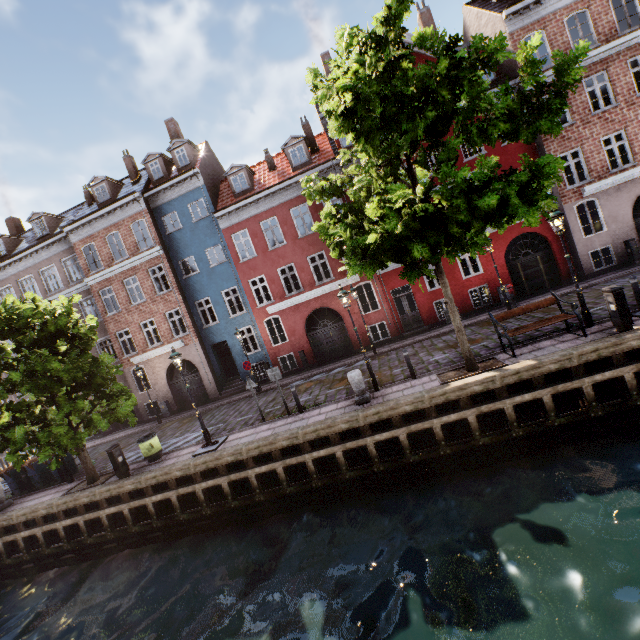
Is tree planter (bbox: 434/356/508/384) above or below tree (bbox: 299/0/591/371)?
below

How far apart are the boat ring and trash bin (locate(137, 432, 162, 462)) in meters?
2.1 m

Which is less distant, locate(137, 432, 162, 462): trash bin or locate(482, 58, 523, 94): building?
locate(137, 432, 162, 462): trash bin

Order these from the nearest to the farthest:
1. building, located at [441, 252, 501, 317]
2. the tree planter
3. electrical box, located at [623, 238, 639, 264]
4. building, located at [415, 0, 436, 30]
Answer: the tree planter, electrical box, located at [623, 238, 639, 264], building, located at [441, 252, 501, 317], building, located at [415, 0, 436, 30]

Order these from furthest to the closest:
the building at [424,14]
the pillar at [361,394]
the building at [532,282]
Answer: the building at [424,14] < the building at [532,282] < the pillar at [361,394]

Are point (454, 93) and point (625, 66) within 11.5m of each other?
no

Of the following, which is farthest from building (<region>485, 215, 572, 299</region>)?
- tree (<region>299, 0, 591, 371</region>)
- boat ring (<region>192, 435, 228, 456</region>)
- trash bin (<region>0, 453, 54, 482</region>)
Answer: boat ring (<region>192, 435, 228, 456</region>)

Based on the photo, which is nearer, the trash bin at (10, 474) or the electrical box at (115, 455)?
the electrical box at (115, 455)
